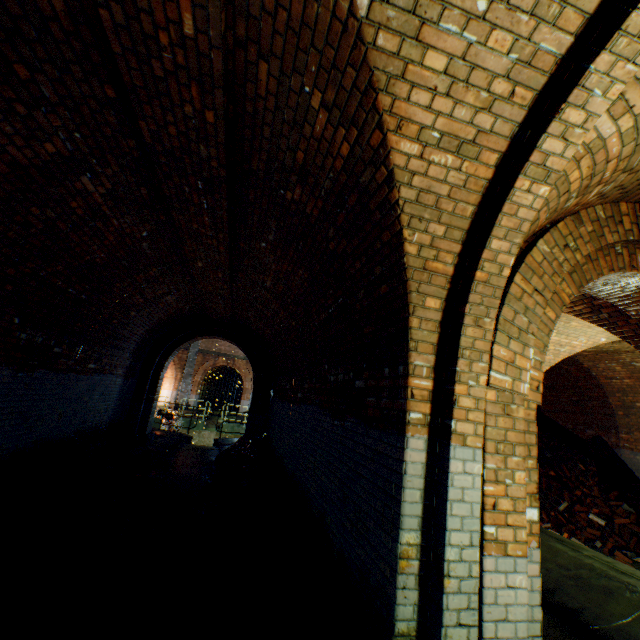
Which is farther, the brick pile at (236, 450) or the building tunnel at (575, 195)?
the brick pile at (236, 450)

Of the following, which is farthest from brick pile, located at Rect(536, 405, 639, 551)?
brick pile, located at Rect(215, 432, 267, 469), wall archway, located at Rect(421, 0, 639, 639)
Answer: wall archway, located at Rect(421, 0, 639, 639)

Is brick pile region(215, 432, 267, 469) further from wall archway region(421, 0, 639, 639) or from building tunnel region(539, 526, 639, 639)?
wall archway region(421, 0, 639, 639)

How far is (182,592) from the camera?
3.9m

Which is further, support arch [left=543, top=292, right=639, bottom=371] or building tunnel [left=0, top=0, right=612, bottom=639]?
support arch [left=543, top=292, right=639, bottom=371]

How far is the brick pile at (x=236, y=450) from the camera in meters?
9.5 m

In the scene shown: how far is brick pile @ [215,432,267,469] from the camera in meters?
9.5

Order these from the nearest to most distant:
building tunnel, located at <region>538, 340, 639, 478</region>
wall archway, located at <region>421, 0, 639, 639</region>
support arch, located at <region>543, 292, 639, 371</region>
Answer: wall archway, located at <region>421, 0, 639, 639</region>, support arch, located at <region>543, 292, 639, 371</region>, building tunnel, located at <region>538, 340, 639, 478</region>
